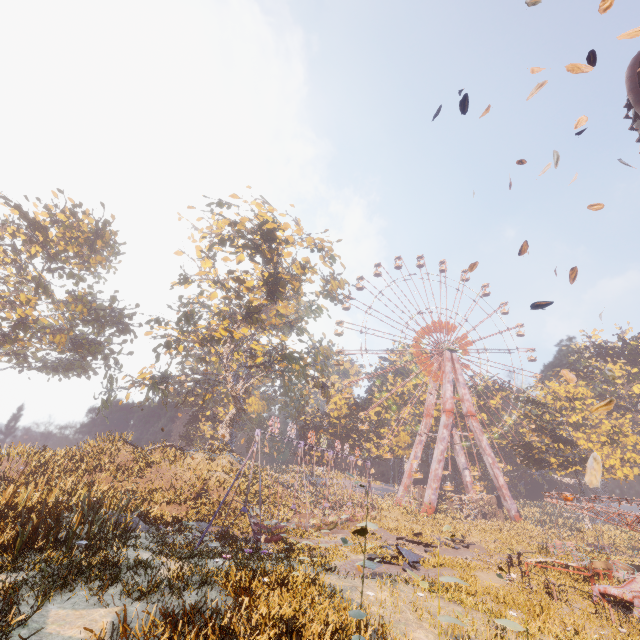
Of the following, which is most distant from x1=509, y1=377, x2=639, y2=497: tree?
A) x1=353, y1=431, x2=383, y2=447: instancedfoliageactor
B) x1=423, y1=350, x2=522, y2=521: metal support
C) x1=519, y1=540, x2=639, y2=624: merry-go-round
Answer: x1=519, y1=540, x2=639, y2=624: merry-go-round

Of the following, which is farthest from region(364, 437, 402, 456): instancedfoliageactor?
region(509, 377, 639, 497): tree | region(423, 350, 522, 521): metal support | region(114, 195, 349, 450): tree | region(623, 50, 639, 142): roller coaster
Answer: region(623, 50, 639, 142): roller coaster

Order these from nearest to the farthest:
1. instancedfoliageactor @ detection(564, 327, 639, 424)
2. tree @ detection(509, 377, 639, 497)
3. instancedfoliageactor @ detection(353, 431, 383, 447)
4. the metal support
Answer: tree @ detection(509, 377, 639, 497)
the metal support
instancedfoliageactor @ detection(564, 327, 639, 424)
instancedfoliageactor @ detection(353, 431, 383, 447)

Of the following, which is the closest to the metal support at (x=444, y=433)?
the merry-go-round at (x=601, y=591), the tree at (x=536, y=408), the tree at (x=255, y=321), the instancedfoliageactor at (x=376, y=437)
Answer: the instancedfoliageactor at (x=376, y=437)

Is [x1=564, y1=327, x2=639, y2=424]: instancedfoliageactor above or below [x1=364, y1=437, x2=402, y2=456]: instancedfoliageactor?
above

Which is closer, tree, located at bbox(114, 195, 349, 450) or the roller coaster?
the roller coaster

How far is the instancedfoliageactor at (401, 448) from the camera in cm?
5731

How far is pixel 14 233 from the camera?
38.53m
